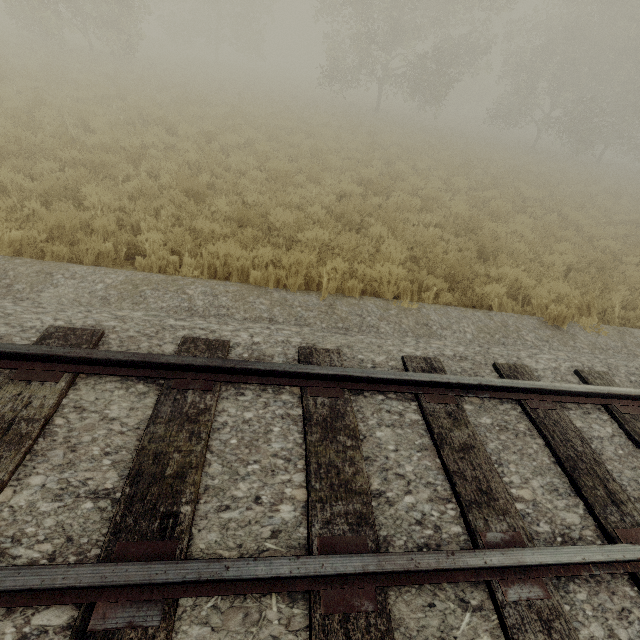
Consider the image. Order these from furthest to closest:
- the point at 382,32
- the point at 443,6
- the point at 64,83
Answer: the point at 382,32 < the point at 443,6 < the point at 64,83
